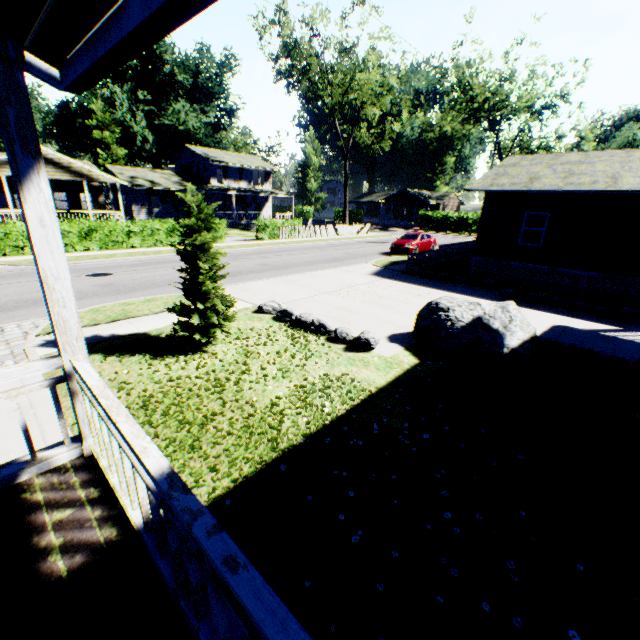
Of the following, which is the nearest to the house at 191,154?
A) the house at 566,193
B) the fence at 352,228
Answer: the fence at 352,228

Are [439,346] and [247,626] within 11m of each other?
yes

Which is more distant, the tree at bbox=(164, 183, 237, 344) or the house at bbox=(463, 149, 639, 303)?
the house at bbox=(463, 149, 639, 303)

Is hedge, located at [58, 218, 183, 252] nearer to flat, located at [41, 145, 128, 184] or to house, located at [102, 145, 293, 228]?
flat, located at [41, 145, 128, 184]

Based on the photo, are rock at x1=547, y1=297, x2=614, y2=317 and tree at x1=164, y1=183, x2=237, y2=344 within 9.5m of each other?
no

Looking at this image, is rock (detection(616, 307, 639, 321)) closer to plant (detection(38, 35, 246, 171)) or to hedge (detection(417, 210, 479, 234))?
hedge (detection(417, 210, 479, 234))

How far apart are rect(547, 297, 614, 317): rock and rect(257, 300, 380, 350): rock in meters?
8.7 m

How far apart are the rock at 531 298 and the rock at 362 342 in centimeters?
829cm
